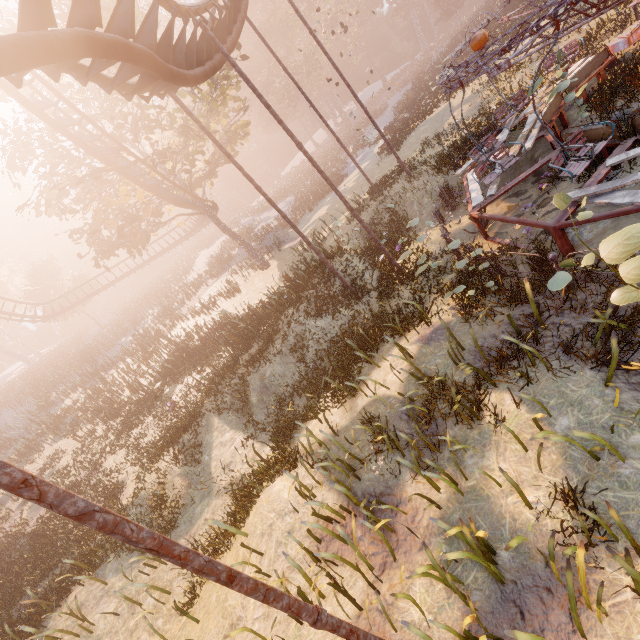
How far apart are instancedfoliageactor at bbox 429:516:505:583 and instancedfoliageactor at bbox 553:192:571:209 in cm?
405

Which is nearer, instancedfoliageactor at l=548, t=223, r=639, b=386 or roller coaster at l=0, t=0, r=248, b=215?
instancedfoliageactor at l=548, t=223, r=639, b=386

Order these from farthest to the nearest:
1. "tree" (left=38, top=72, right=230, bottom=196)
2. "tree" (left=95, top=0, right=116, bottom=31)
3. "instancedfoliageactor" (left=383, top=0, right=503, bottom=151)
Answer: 1. "instancedfoliageactor" (left=383, top=0, right=503, bottom=151)
2. "tree" (left=38, top=72, right=230, bottom=196)
3. "tree" (left=95, top=0, right=116, bottom=31)

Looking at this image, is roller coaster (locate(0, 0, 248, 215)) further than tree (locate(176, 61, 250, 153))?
No

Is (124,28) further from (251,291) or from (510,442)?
(251,291)

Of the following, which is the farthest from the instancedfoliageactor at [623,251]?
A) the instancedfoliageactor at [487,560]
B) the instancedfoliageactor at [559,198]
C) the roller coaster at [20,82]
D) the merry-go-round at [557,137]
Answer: the roller coaster at [20,82]

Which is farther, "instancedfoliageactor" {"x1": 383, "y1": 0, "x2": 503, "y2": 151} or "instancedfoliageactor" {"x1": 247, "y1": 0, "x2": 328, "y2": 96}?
"instancedfoliageactor" {"x1": 247, "y1": 0, "x2": 328, "y2": 96}

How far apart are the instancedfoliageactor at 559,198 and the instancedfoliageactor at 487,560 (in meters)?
4.05
